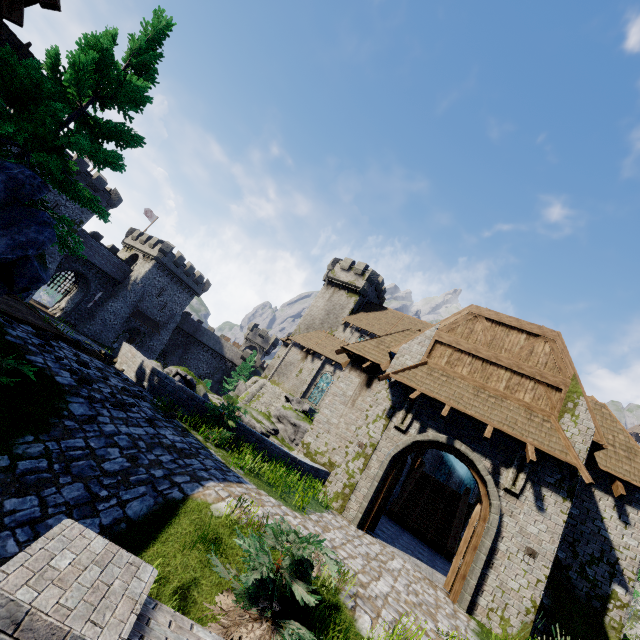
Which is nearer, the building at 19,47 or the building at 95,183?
the building at 19,47

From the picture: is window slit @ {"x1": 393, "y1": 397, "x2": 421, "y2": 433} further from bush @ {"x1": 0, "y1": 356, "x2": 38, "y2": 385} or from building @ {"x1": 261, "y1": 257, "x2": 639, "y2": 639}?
bush @ {"x1": 0, "y1": 356, "x2": 38, "y2": 385}

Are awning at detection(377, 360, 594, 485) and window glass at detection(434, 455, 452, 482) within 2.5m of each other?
no

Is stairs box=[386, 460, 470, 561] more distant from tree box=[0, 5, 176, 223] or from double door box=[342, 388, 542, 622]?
tree box=[0, 5, 176, 223]

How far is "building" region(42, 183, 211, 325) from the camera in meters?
41.9 m

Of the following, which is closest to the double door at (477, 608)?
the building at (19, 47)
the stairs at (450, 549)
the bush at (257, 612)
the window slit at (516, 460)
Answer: the window slit at (516, 460)

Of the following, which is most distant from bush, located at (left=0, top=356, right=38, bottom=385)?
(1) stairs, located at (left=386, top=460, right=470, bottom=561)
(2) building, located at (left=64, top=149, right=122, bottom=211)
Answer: (2) building, located at (left=64, top=149, right=122, bottom=211)

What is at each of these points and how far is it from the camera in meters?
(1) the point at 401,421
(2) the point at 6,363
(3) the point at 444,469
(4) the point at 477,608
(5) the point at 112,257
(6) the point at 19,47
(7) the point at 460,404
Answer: (1) window slit, 11.3 m
(2) bush, 5.6 m
(3) window glass, 38.6 m
(4) double door, 8.6 m
(5) building, 46.1 m
(6) building, 14.6 m
(7) awning, 10.5 m
